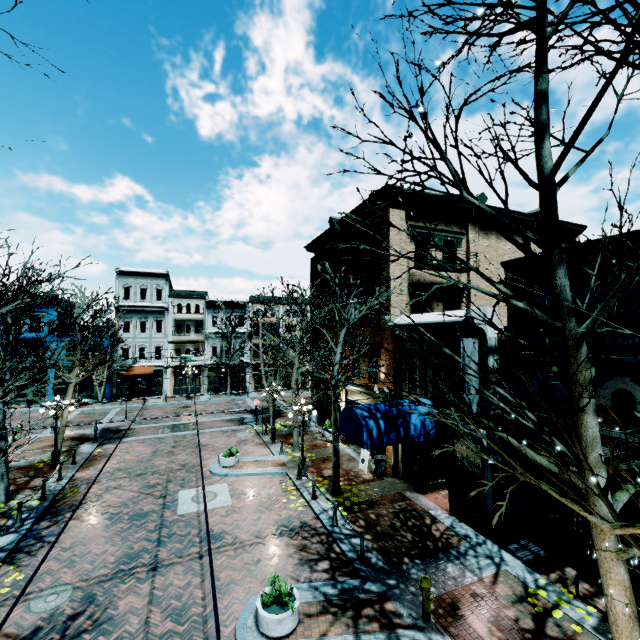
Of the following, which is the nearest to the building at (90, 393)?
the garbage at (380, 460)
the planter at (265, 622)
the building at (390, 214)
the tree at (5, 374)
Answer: the building at (390, 214)

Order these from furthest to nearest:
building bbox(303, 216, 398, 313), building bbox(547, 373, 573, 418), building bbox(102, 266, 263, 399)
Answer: building bbox(102, 266, 263, 399), building bbox(303, 216, 398, 313), building bbox(547, 373, 573, 418)

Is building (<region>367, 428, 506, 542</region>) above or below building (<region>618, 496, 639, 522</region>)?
below

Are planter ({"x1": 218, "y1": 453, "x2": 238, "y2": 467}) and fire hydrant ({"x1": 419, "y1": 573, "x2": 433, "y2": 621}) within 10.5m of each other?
no

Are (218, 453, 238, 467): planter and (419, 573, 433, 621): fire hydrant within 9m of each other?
no

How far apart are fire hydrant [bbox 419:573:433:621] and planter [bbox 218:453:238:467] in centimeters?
1107cm

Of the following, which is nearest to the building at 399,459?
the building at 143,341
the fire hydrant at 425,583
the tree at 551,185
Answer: the tree at 551,185

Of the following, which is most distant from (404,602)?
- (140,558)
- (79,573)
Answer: (79,573)
